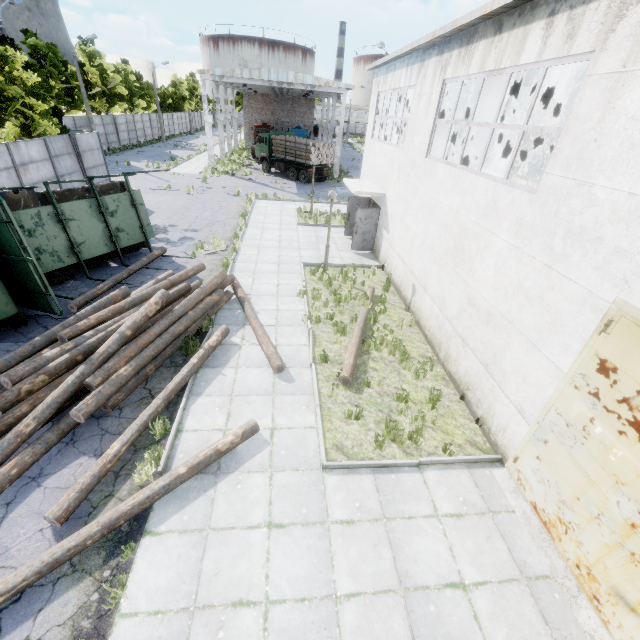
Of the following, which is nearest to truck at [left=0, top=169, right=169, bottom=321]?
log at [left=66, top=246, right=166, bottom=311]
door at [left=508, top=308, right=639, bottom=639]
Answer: log at [left=66, top=246, right=166, bottom=311]

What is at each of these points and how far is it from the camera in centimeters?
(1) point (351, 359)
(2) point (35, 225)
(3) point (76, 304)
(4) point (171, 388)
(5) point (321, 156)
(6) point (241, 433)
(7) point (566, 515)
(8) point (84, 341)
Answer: Answer:
(1) log, 871cm
(2) truck, 1041cm
(3) log, 963cm
(4) log, 731cm
(5) log pile, 2966cm
(6) log, 653cm
(7) door, 516cm
(8) log pile, 773cm

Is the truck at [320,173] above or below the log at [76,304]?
above

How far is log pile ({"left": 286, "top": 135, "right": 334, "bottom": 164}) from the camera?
28.8 meters

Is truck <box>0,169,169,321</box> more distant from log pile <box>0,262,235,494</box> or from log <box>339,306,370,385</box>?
log <box>339,306,370,385</box>

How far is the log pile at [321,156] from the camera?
28.8m

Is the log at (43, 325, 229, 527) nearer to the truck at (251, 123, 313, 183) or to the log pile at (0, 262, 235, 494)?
the log pile at (0, 262, 235, 494)

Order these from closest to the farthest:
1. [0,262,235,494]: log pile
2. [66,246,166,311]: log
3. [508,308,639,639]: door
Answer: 1. [508,308,639,639]: door
2. [0,262,235,494]: log pile
3. [66,246,166,311]: log
